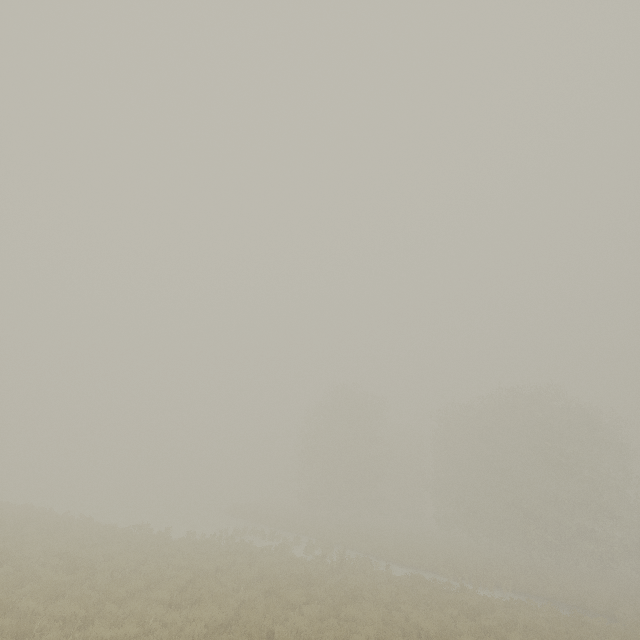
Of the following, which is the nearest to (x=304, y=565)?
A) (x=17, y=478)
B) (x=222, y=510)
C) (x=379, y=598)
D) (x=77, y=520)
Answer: (x=379, y=598)
